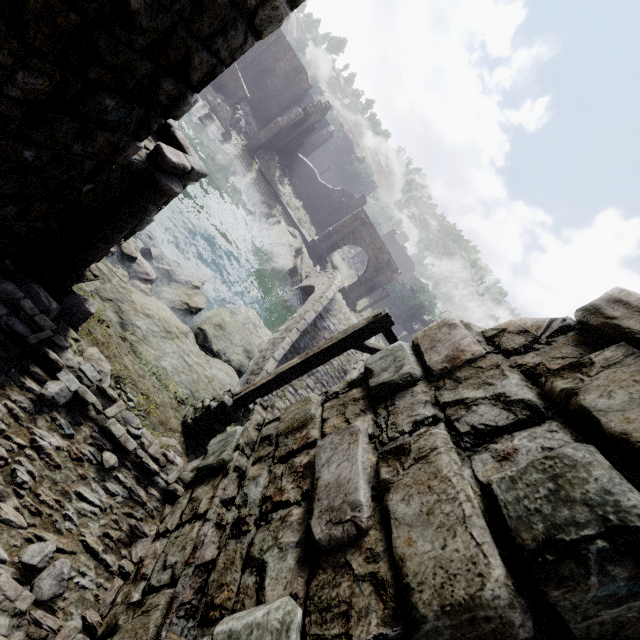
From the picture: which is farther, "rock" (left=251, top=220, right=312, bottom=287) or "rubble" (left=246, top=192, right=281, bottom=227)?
"rubble" (left=246, top=192, right=281, bottom=227)

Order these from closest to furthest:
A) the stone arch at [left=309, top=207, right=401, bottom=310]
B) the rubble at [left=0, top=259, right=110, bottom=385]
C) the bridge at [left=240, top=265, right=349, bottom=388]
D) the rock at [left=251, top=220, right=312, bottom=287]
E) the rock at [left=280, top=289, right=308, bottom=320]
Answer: the rubble at [left=0, top=259, right=110, bottom=385]
the bridge at [left=240, top=265, right=349, bottom=388]
the rock at [left=280, top=289, right=308, bottom=320]
the rock at [left=251, top=220, right=312, bottom=287]
the stone arch at [left=309, top=207, right=401, bottom=310]

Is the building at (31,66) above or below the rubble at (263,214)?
above

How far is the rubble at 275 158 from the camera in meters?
32.4 m

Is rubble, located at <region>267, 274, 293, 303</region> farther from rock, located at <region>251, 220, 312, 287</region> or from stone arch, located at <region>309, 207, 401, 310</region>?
stone arch, located at <region>309, 207, 401, 310</region>

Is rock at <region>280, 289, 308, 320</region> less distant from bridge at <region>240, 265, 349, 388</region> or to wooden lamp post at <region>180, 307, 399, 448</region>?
bridge at <region>240, 265, 349, 388</region>

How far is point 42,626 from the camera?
2.49m

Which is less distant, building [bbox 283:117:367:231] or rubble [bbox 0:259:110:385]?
rubble [bbox 0:259:110:385]
